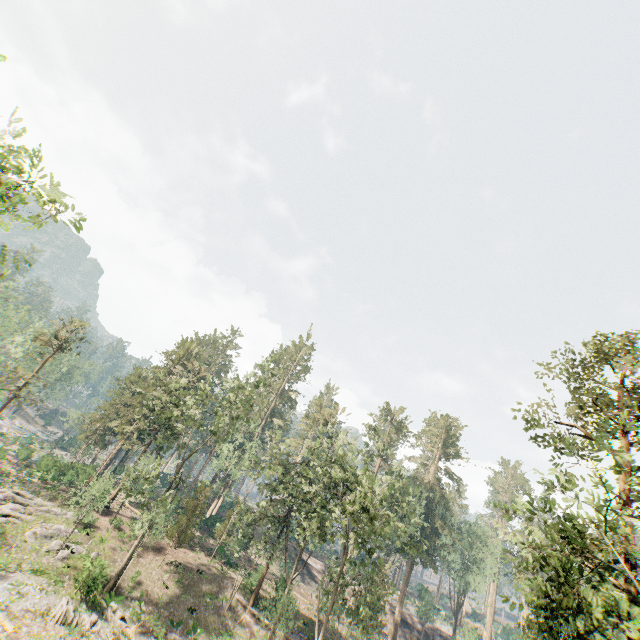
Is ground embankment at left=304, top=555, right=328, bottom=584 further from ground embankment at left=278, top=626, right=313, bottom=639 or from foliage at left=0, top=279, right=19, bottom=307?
ground embankment at left=278, top=626, right=313, bottom=639

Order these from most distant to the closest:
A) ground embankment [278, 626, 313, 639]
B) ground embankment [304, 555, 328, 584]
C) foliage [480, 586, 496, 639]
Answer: foliage [480, 586, 496, 639], ground embankment [304, 555, 328, 584], ground embankment [278, 626, 313, 639]

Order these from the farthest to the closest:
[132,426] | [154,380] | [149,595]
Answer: [132,426], [154,380], [149,595]

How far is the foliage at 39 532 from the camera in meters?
27.0

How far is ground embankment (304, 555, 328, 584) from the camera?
51.8 meters

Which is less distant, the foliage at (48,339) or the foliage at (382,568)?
the foliage at (382,568)
